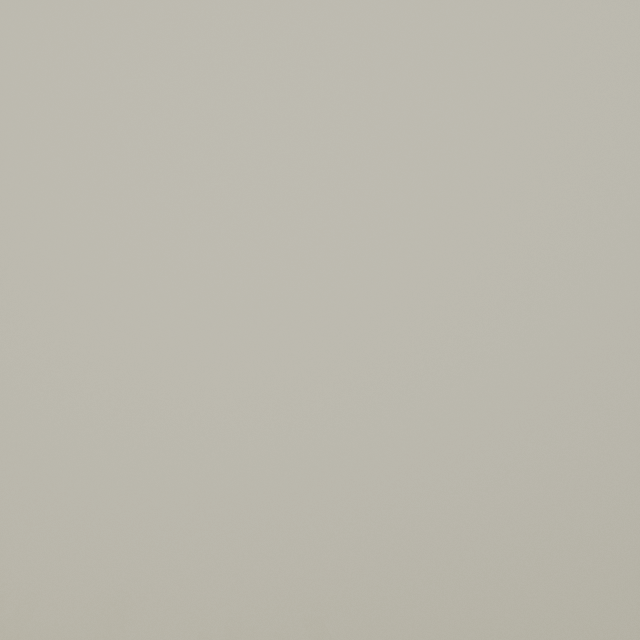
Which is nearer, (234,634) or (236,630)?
(236,630)
